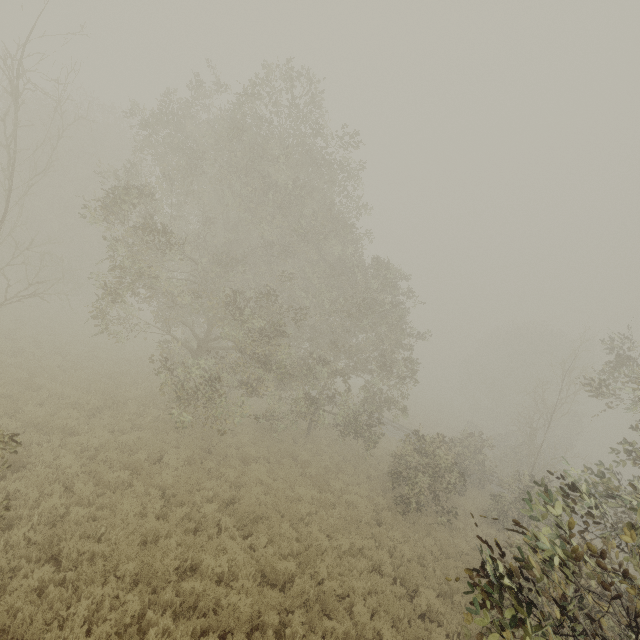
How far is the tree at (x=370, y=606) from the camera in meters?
8.4

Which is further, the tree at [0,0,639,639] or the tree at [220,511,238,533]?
the tree at [220,511,238,533]

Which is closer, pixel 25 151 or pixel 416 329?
pixel 416 329

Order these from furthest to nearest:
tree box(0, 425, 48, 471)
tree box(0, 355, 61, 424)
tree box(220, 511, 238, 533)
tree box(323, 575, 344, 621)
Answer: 1. tree box(0, 355, 61, 424)
2. tree box(220, 511, 238, 533)
3. tree box(323, 575, 344, 621)
4. tree box(0, 425, 48, 471)
